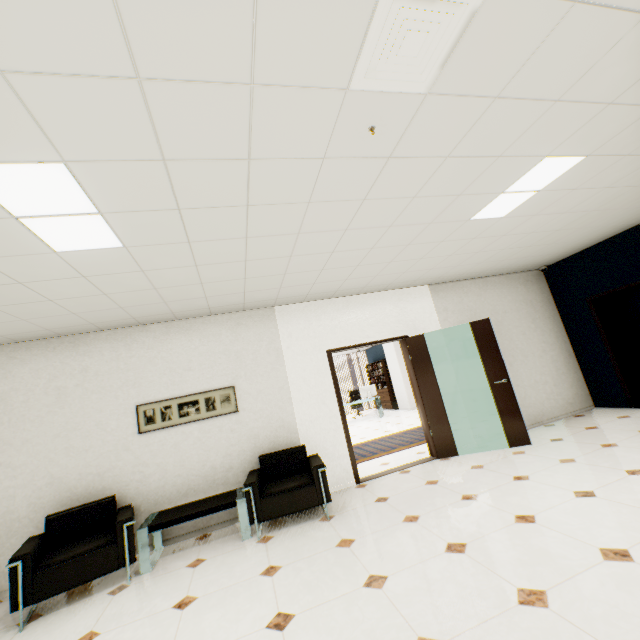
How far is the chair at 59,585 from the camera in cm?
299

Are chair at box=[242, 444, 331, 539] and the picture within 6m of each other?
yes

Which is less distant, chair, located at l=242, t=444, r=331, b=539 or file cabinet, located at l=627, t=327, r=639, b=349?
chair, located at l=242, t=444, r=331, b=539

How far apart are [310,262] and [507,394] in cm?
388

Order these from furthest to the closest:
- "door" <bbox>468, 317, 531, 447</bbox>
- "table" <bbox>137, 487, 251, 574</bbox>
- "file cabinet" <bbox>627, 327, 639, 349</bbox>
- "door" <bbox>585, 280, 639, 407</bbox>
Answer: "file cabinet" <bbox>627, 327, 639, 349</bbox>
"door" <bbox>585, 280, 639, 407</bbox>
"door" <bbox>468, 317, 531, 447</bbox>
"table" <bbox>137, 487, 251, 574</bbox>

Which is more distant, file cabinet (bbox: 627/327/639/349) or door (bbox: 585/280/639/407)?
file cabinet (bbox: 627/327/639/349)

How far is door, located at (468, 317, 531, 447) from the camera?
5.04m

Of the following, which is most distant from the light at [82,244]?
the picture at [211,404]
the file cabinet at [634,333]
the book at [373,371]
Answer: the book at [373,371]
